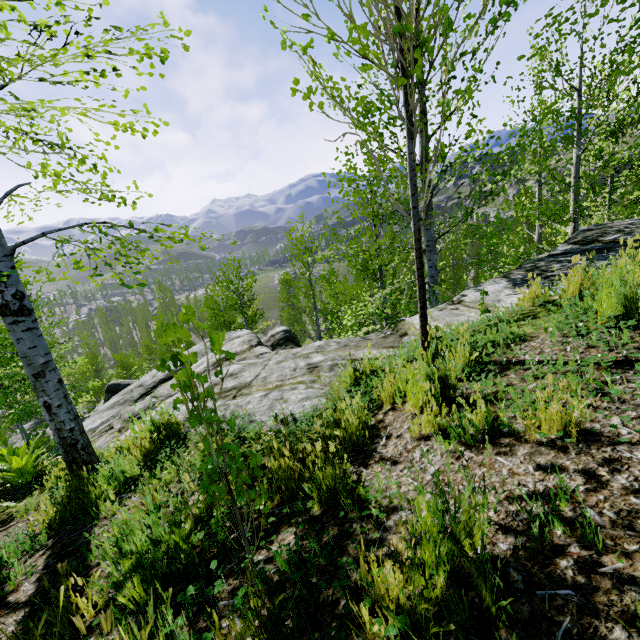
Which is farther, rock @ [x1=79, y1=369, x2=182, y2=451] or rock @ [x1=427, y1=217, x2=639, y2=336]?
rock @ [x1=79, y1=369, x2=182, y2=451]

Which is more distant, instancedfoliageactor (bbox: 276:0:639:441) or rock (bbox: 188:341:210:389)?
rock (bbox: 188:341:210:389)

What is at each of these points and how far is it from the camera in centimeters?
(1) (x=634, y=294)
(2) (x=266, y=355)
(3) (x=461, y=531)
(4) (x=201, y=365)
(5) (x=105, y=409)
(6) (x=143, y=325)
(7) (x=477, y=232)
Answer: (1) instancedfoliageactor, 229cm
(2) rock, 750cm
(3) instancedfoliageactor, 113cm
(4) rock, 829cm
(5) rock, 827cm
(6) instancedfoliageactor, 5478cm
(7) instancedfoliageactor, 904cm

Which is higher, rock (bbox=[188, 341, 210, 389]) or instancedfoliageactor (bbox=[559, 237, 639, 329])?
instancedfoliageactor (bbox=[559, 237, 639, 329])

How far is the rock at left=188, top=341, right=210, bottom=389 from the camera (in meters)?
7.14

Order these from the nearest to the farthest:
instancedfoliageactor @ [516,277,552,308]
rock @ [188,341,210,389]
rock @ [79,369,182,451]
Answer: instancedfoliageactor @ [516,277,552,308] < rock @ [79,369,182,451] < rock @ [188,341,210,389]

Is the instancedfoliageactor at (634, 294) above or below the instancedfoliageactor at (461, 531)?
above

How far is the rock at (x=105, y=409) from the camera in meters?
6.5
